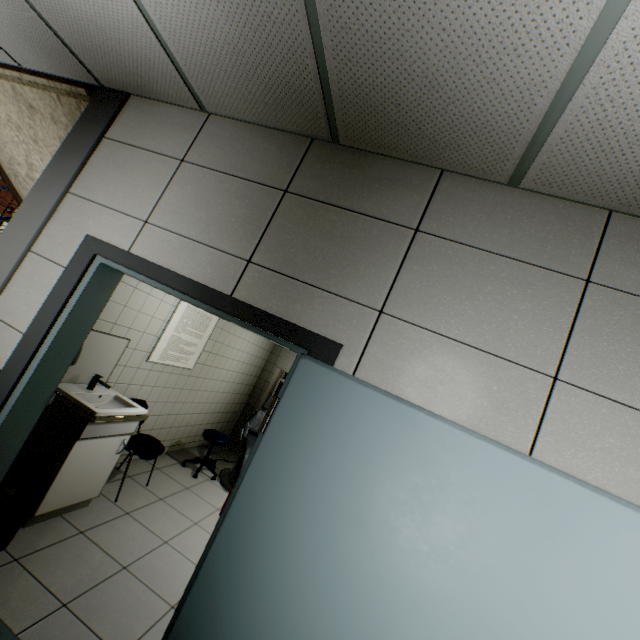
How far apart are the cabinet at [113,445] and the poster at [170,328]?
0.96m

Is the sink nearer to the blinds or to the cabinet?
the cabinet

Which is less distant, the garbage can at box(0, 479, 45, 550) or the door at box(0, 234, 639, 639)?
the door at box(0, 234, 639, 639)

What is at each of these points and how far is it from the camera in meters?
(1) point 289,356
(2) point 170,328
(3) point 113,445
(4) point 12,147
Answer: (1) blinds, 6.8
(2) poster, 3.9
(3) cabinet, 2.9
(4) stairs, 3.6

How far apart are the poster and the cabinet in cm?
96

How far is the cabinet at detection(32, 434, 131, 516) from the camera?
2.53m

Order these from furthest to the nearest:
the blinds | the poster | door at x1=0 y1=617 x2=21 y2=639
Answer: the blinds → the poster → door at x1=0 y1=617 x2=21 y2=639

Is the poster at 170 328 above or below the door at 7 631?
above
